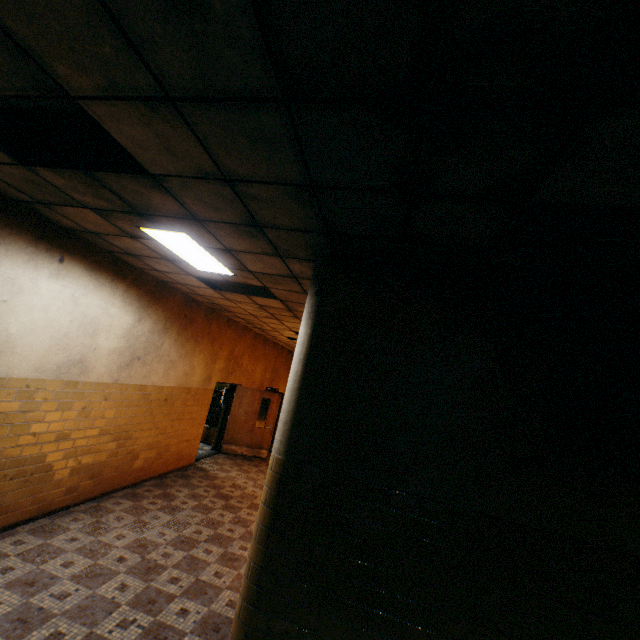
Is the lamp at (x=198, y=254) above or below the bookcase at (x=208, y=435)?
above

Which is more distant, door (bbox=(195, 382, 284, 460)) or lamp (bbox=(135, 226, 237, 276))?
door (bbox=(195, 382, 284, 460))

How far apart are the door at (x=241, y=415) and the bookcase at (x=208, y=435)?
0.58m

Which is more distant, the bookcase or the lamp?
the bookcase

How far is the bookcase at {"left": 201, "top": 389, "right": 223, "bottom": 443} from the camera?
10.84m

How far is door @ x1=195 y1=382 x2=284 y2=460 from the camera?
10.12m

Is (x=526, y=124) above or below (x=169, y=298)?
above

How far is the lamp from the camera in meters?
3.7
